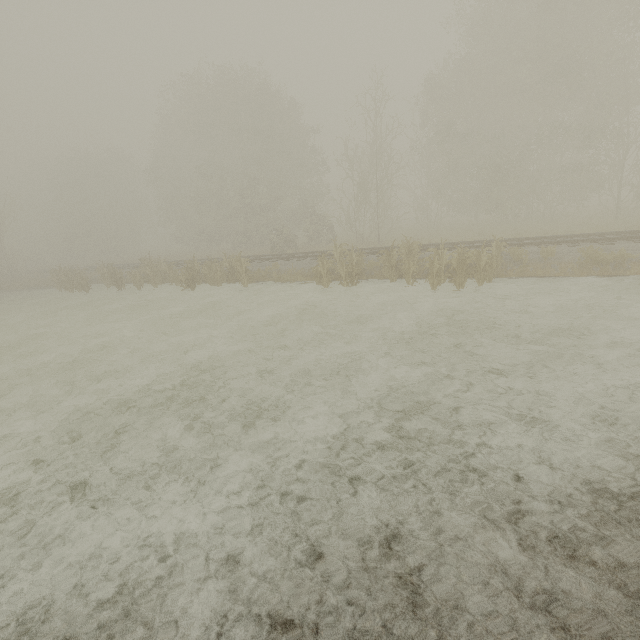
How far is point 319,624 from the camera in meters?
2.8 m

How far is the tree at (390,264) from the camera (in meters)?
11.36

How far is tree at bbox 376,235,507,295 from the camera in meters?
11.4 m
